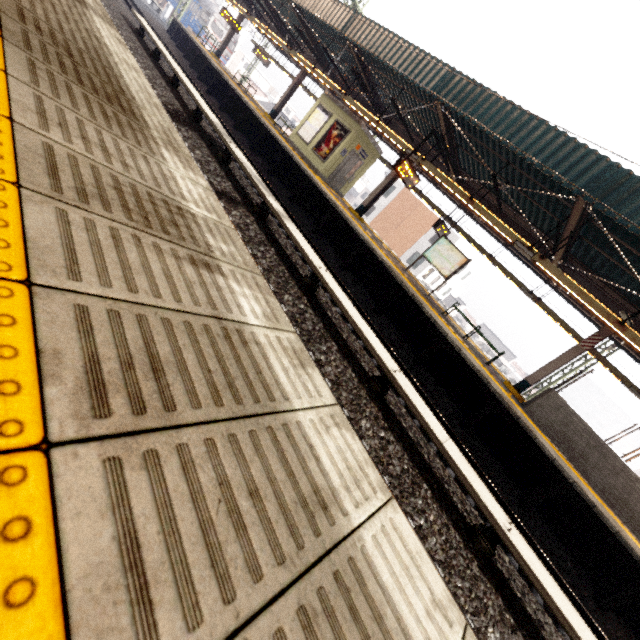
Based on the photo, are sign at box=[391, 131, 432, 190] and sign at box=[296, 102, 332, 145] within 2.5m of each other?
no

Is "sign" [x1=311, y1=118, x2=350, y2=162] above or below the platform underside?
above

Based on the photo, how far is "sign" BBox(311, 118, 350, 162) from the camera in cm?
1474

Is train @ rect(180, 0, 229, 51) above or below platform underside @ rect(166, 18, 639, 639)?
above

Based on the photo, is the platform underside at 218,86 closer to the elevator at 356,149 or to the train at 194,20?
the elevator at 356,149

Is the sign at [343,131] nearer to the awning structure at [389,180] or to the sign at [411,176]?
the awning structure at [389,180]

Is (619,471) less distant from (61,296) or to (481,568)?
(481,568)

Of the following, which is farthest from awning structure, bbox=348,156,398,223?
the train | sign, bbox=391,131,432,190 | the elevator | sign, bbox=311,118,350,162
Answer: the train
